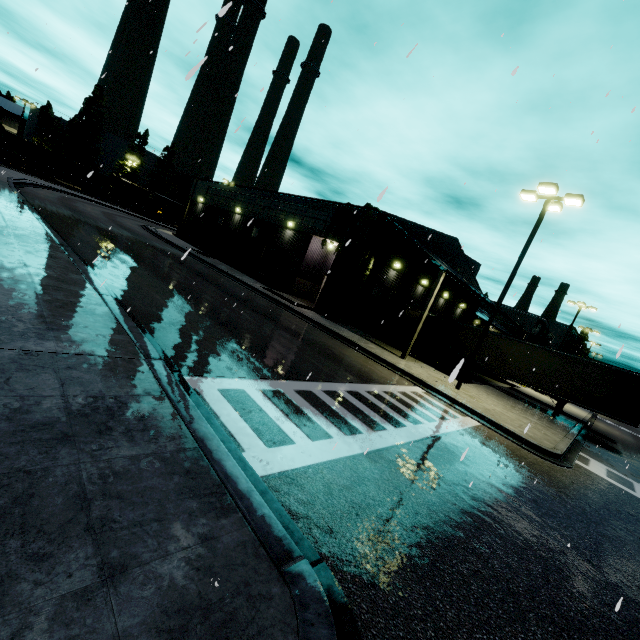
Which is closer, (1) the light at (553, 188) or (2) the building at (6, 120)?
(1) the light at (553, 188)

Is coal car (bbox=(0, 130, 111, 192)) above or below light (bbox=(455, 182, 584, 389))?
below

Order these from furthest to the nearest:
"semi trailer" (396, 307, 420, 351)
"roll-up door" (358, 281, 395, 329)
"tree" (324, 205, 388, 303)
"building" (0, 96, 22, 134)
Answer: "building" (0, 96, 22, 134), "semi trailer" (396, 307, 420, 351), "roll-up door" (358, 281, 395, 329), "tree" (324, 205, 388, 303)

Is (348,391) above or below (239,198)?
below

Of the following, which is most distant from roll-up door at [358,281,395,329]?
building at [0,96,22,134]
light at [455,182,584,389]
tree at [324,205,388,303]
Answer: light at [455,182,584,389]

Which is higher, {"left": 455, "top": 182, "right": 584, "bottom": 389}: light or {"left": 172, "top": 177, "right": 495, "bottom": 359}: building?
{"left": 455, "top": 182, "right": 584, "bottom": 389}: light

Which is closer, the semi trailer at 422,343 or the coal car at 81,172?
the semi trailer at 422,343

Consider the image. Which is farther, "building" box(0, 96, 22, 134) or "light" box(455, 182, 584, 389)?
"building" box(0, 96, 22, 134)
